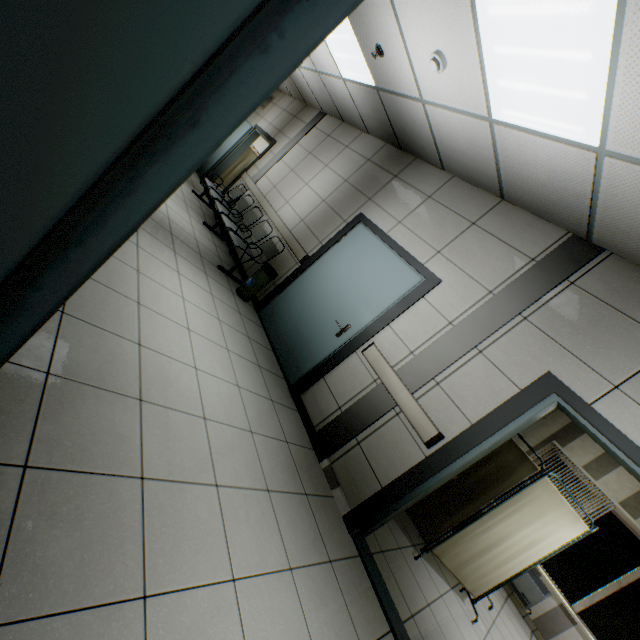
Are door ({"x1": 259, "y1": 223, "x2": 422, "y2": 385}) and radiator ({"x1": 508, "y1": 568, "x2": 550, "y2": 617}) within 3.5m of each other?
Result: no

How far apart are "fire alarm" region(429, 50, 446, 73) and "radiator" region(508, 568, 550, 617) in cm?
746

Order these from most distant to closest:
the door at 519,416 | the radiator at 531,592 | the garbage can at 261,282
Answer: the radiator at 531,592, the garbage can at 261,282, the door at 519,416

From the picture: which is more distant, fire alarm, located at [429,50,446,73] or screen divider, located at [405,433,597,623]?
screen divider, located at [405,433,597,623]

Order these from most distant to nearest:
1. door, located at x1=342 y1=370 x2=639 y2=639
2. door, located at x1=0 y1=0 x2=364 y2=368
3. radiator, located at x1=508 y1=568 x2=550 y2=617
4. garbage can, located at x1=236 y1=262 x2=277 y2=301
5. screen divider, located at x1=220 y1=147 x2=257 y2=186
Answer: screen divider, located at x1=220 y1=147 x2=257 y2=186
radiator, located at x1=508 y1=568 x2=550 y2=617
garbage can, located at x1=236 y1=262 x2=277 y2=301
door, located at x1=342 y1=370 x2=639 y2=639
door, located at x1=0 y1=0 x2=364 y2=368

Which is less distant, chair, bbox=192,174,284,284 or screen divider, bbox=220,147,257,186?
chair, bbox=192,174,284,284

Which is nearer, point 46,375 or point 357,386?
point 46,375

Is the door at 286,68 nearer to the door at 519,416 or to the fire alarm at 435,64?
the fire alarm at 435,64
